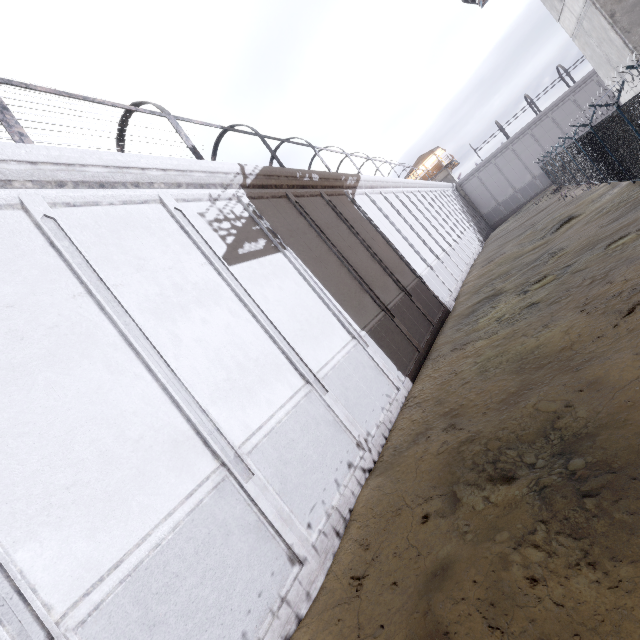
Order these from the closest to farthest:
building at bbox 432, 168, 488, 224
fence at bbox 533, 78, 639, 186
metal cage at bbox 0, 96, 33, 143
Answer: metal cage at bbox 0, 96, 33, 143
fence at bbox 533, 78, 639, 186
building at bbox 432, 168, 488, 224

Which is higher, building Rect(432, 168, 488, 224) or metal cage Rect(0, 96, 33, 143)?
building Rect(432, 168, 488, 224)

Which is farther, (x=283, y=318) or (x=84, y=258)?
(x=283, y=318)

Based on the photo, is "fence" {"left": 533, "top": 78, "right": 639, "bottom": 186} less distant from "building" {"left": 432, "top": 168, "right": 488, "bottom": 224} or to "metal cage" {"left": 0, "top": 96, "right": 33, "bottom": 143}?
"metal cage" {"left": 0, "top": 96, "right": 33, "bottom": 143}

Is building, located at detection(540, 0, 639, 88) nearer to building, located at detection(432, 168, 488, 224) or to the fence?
the fence

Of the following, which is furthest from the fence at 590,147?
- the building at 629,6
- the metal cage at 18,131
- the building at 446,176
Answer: the building at 446,176

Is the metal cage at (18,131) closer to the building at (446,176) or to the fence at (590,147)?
the building at (446,176)
